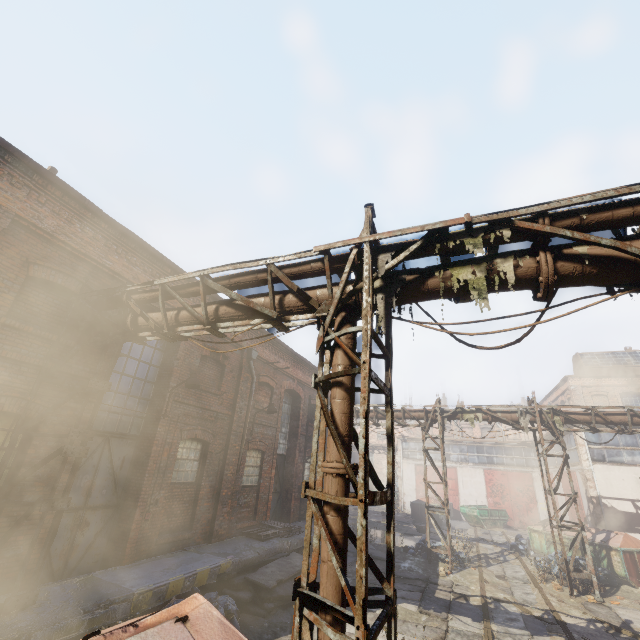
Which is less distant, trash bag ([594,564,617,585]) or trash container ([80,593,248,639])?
trash container ([80,593,248,639])

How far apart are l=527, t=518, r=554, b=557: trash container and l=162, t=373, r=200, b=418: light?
17.47m

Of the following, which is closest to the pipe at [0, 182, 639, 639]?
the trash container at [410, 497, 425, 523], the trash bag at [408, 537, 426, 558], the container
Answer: the trash bag at [408, 537, 426, 558]

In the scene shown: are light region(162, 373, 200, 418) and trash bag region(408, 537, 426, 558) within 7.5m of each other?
no

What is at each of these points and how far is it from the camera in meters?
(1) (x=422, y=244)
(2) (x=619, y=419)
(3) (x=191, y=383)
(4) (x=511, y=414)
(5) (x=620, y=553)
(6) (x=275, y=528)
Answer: (1) pipe, 4.3 m
(2) pipe, 12.6 m
(3) light, 8.9 m
(4) pipe, 13.9 m
(5) trash container, 12.8 m
(6) pallet, 12.3 m

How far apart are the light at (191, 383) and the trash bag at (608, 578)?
16.4 meters

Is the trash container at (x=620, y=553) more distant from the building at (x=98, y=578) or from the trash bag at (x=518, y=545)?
the building at (x=98, y=578)

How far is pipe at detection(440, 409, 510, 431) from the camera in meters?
14.2 m
